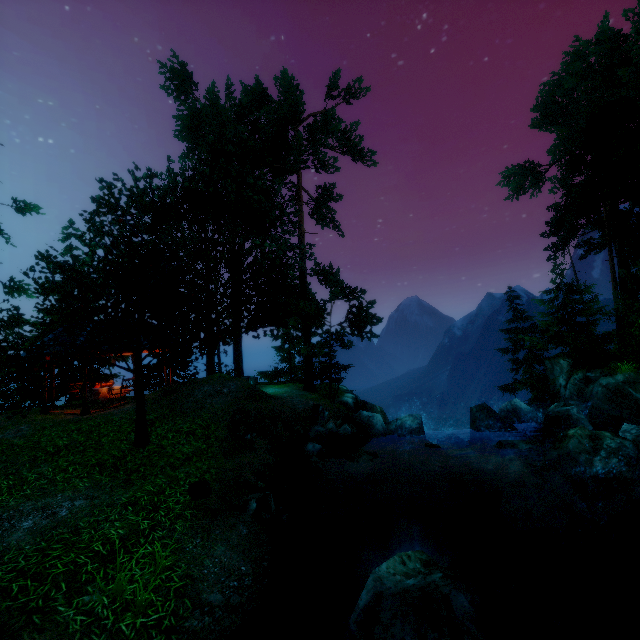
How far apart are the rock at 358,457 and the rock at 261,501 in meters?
3.6

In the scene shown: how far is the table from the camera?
15.79m

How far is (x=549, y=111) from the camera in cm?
2834

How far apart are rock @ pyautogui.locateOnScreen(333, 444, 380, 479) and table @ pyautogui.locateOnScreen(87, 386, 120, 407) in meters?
11.8

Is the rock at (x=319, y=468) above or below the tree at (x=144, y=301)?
below

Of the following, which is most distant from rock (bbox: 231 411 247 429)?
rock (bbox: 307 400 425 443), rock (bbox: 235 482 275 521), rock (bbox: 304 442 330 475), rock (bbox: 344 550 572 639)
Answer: rock (bbox: 344 550 572 639)

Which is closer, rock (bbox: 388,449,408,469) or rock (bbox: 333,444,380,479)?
rock (bbox: 333,444,380,479)

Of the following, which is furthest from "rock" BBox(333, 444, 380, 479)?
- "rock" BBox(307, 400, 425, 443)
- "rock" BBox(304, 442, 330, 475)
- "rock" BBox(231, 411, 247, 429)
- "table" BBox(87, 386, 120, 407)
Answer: "table" BBox(87, 386, 120, 407)
